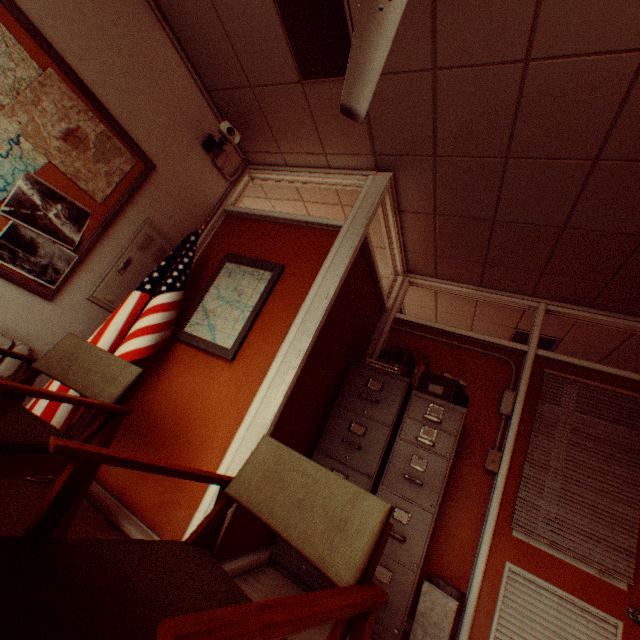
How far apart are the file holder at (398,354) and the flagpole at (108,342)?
2.2m

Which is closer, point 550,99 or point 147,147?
point 550,99

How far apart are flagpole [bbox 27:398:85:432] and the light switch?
3.23m

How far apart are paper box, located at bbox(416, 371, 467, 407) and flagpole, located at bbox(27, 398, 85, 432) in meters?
2.5 m

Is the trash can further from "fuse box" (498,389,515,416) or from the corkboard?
the corkboard

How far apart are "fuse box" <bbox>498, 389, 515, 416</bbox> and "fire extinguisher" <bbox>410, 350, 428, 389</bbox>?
0.9 meters

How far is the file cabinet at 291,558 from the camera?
2.61m

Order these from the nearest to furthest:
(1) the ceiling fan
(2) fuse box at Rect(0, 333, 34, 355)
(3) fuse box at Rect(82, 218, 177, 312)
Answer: (1) the ceiling fan → (2) fuse box at Rect(0, 333, 34, 355) → (3) fuse box at Rect(82, 218, 177, 312)
